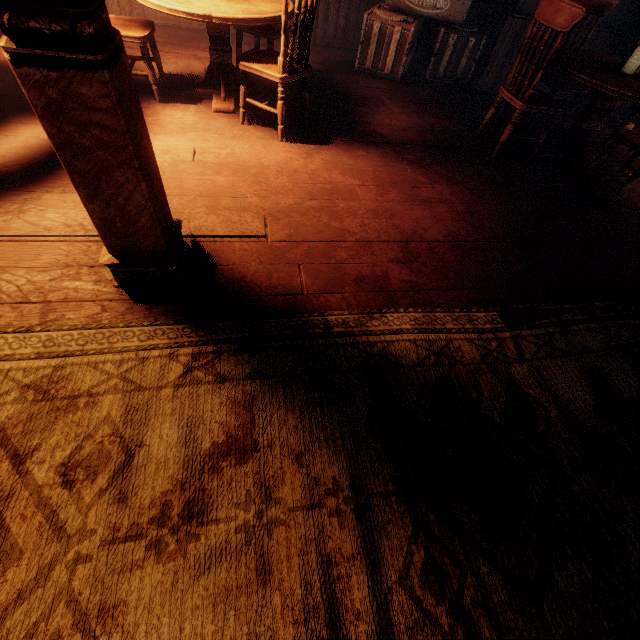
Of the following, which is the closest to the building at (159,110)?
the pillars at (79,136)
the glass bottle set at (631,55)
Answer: the pillars at (79,136)

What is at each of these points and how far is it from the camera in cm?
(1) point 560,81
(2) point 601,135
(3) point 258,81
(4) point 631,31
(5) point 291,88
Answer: (1) chair, 372
(2) building, 436
(3) building, 388
(4) piano, 431
(5) building, 389

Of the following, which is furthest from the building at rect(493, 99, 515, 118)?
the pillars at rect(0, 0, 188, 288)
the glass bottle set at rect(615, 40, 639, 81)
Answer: the glass bottle set at rect(615, 40, 639, 81)

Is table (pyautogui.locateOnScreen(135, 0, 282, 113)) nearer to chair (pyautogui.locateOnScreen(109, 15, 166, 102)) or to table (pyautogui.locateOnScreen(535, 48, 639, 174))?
chair (pyautogui.locateOnScreen(109, 15, 166, 102))

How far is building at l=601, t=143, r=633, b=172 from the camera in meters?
3.8 m

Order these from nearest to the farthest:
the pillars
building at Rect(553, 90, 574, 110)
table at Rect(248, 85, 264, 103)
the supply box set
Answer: the pillars, table at Rect(248, 85, 264, 103), the supply box set, building at Rect(553, 90, 574, 110)

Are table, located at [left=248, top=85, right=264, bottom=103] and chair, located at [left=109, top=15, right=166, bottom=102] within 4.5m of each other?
yes
